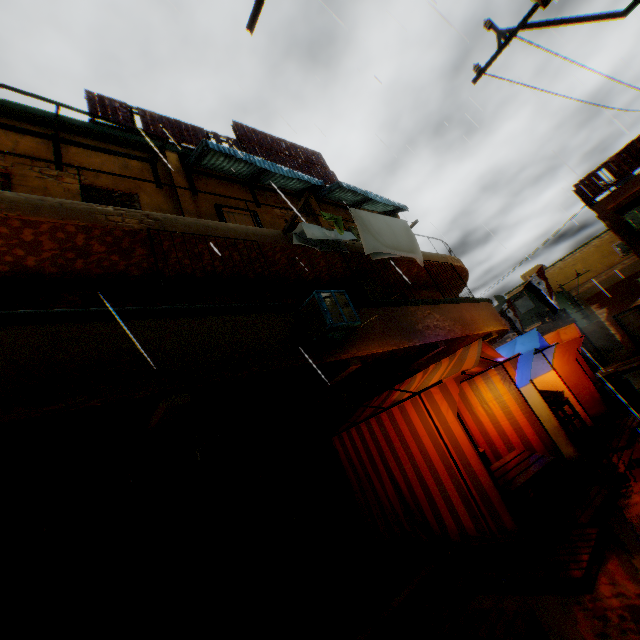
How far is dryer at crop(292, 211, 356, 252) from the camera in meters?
7.5 m

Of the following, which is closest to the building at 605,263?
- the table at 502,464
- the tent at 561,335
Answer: the tent at 561,335

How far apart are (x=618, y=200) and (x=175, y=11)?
18.6m

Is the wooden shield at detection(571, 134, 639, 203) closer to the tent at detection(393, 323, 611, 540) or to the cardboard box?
the tent at detection(393, 323, 611, 540)

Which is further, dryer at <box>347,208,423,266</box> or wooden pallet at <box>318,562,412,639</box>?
dryer at <box>347,208,423,266</box>

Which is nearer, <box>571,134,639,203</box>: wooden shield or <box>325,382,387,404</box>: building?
<box>325,382,387,404</box>: building

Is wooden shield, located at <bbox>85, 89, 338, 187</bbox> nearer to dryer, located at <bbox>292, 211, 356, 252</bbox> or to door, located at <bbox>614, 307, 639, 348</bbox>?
dryer, located at <bbox>292, 211, 356, 252</bbox>
